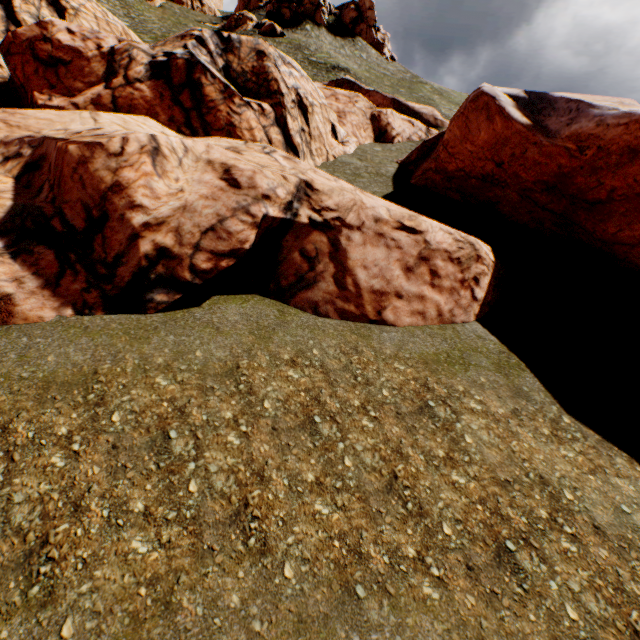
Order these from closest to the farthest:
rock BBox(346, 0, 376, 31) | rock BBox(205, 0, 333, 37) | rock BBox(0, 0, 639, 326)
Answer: rock BBox(0, 0, 639, 326) → rock BBox(205, 0, 333, 37) → rock BBox(346, 0, 376, 31)

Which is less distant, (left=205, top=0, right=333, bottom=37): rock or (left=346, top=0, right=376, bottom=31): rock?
(left=205, top=0, right=333, bottom=37): rock

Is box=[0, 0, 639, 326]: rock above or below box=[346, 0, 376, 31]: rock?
below

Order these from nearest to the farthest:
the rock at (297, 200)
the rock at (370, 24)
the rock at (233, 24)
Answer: the rock at (297, 200)
the rock at (233, 24)
the rock at (370, 24)

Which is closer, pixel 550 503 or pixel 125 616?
pixel 125 616

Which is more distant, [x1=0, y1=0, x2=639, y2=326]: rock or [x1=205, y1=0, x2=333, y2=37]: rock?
[x1=205, y1=0, x2=333, y2=37]: rock

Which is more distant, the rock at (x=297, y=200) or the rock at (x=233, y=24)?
the rock at (x=233, y=24)
